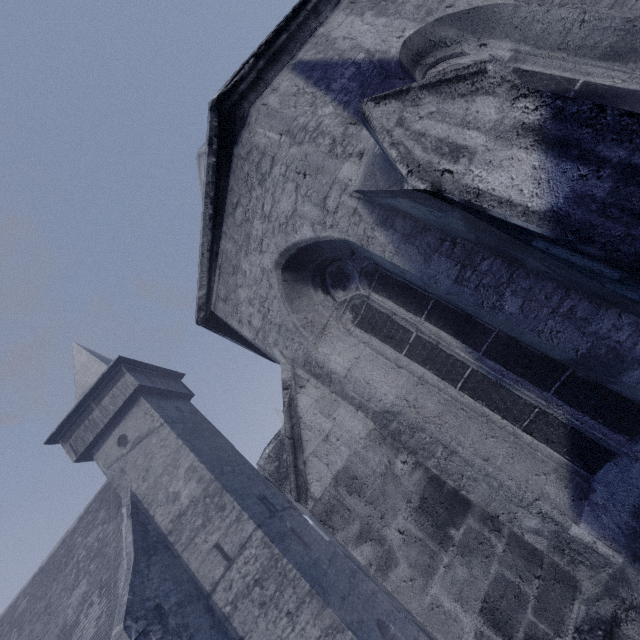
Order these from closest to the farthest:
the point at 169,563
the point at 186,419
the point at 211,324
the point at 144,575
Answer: the point at 211,324
the point at 144,575
the point at 169,563
the point at 186,419
